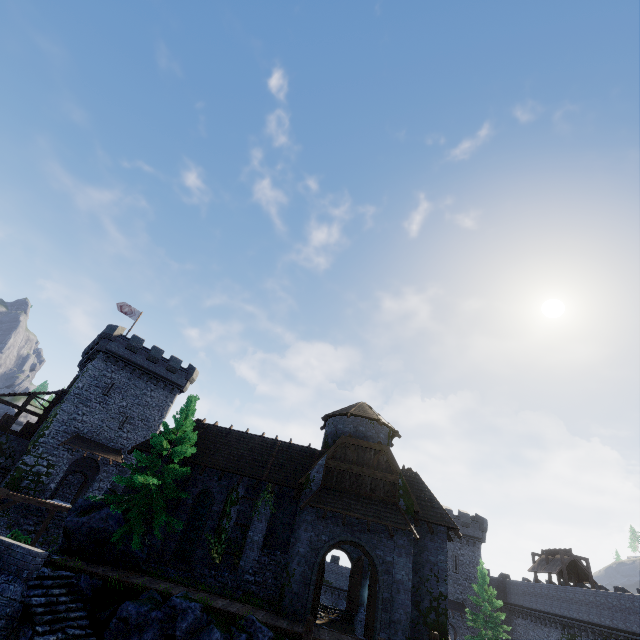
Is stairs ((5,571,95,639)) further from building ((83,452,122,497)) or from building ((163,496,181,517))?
building ((83,452,122,497))

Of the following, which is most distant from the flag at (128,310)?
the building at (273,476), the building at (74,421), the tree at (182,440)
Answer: the tree at (182,440)

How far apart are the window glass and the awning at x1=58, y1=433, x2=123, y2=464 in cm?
1721

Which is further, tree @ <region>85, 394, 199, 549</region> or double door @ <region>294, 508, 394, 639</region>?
tree @ <region>85, 394, 199, 549</region>

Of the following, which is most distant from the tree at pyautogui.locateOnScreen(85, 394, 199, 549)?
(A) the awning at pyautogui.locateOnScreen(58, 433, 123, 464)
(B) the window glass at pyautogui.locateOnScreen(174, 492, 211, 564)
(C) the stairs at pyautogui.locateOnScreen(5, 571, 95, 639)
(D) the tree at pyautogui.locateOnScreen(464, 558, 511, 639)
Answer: (D) the tree at pyautogui.locateOnScreen(464, 558, 511, 639)

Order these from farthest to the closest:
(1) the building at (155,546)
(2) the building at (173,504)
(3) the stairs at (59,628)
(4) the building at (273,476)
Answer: (2) the building at (173,504) < (1) the building at (155,546) < (4) the building at (273,476) < (3) the stairs at (59,628)

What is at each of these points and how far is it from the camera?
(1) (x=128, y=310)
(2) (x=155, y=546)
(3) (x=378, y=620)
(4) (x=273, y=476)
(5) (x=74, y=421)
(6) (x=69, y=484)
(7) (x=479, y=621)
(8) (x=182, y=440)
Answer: (1) flag, 39.7m
(2) building, 19.2m
(3) double door, 15.1m
(4) building, 21.5m
(5) building, 32.1m
(6) building, 36.4m
(7) tree, 35.7m
(8) tree, 20.0m

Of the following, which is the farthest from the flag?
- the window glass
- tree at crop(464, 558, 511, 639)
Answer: tree at crop(464, 558, 511, 639)
